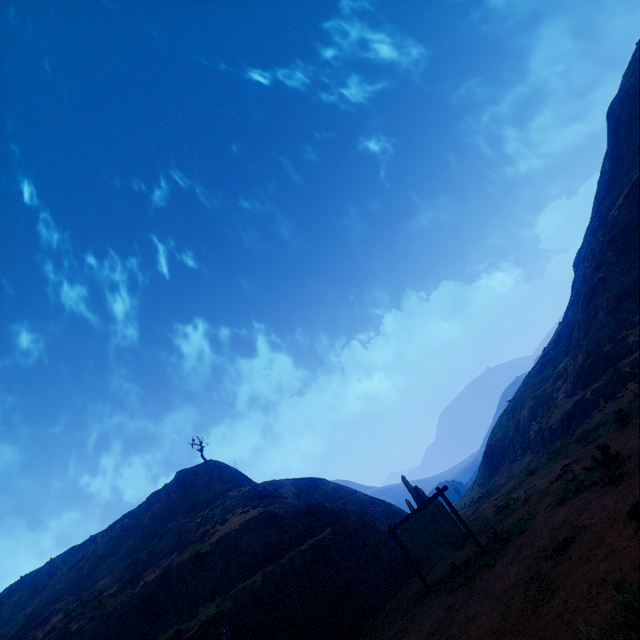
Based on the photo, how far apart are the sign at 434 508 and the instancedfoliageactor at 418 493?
7.42m

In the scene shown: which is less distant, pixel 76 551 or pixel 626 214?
pixel 626 214

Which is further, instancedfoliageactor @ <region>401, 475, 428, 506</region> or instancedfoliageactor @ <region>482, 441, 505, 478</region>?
instancedfoliageactor @ <region>482, 441, 505, 478</region>

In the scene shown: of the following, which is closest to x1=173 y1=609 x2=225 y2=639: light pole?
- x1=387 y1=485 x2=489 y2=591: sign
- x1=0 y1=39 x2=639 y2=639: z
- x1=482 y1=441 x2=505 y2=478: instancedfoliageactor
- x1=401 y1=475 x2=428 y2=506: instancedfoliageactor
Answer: x1=0 y1=39 x2=639 y2=639: z

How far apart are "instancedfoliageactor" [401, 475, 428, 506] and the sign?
7.42m

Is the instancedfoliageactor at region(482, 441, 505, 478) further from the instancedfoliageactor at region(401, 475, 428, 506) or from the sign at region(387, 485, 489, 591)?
the sign at region(387, 485, 489, 591)

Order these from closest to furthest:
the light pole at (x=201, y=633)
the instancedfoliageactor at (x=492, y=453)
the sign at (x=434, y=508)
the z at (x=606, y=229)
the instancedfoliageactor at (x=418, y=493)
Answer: the z at (x=606, y=229)
the light pole at (x=201, y=633)
the sign at (x=434, y=508)
the instancedfoliageactor at (x=418, y=493)
the instancedfoliageactor at (x=492, y=453)

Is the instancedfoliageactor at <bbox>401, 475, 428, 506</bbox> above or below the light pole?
below
